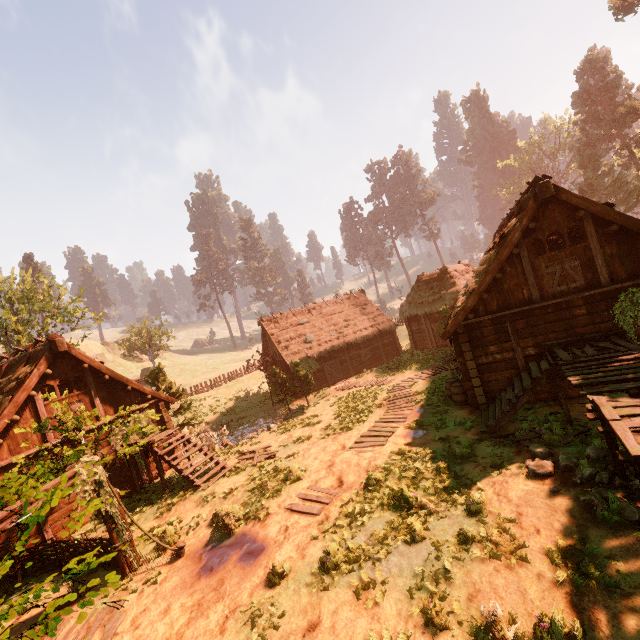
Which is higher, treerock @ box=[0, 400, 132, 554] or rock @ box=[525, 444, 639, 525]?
treerock @ box=[0, 400, 132, 554]

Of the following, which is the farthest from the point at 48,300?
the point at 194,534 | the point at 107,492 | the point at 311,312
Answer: the point at 194,534

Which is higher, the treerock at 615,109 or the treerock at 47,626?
the treerock at 615,109

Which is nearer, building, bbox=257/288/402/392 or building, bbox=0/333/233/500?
building, bbox=0/333/233/500

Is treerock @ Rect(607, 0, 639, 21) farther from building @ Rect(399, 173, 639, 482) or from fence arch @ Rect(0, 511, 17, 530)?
fence arch @ Rect(0, 511, 17, 530)

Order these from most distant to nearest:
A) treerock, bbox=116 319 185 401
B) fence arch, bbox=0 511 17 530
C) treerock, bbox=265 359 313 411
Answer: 1. treerock, bbox=265 359 313 411
2. treerock, bbox=116 319 185 401
3. fence arch, bbox=0 511 17 530

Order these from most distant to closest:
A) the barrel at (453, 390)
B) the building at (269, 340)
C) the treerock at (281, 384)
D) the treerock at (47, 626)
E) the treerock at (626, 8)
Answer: the building at (269, 340)
the treerock at (626, 8)
the treerock at (281, 384)
the barrel at (453, 390)
the treerock at (47, 626)

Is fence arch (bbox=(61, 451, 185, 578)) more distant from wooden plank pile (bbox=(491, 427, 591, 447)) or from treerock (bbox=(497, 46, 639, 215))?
wooden plank pile (bbox=(491, 427, 591, 447))
